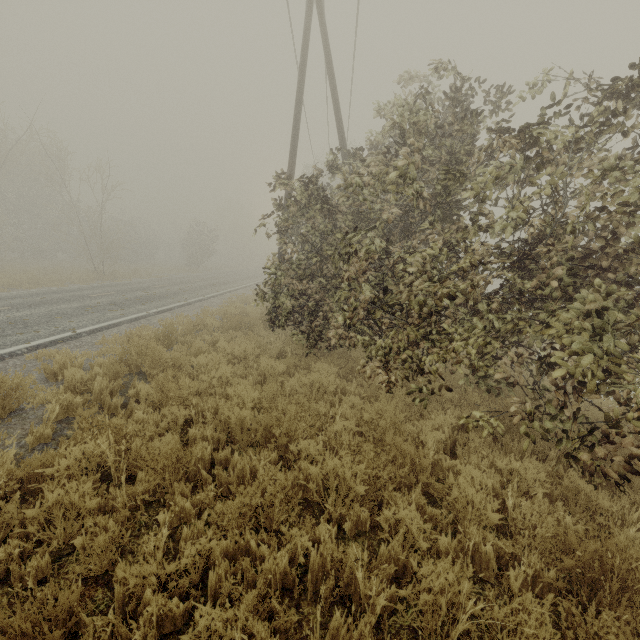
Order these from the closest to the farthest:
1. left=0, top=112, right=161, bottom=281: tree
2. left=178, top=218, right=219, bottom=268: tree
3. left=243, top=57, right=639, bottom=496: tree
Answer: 1. left=243, top=57, right=639, bottom=496: tree
2. left=0, top=112, right=161, bottom=281: tree
3. left=178, top=218, right=219, bottom=268: tree

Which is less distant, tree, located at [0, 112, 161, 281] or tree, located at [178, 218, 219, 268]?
tree, located at [0, 112, 161, 281]

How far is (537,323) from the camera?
5.2 meters

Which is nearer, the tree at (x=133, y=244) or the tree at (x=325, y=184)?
the tree at (x=325, y=184)

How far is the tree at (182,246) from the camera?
38.0 meters

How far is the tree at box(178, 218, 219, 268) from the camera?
38.00m
